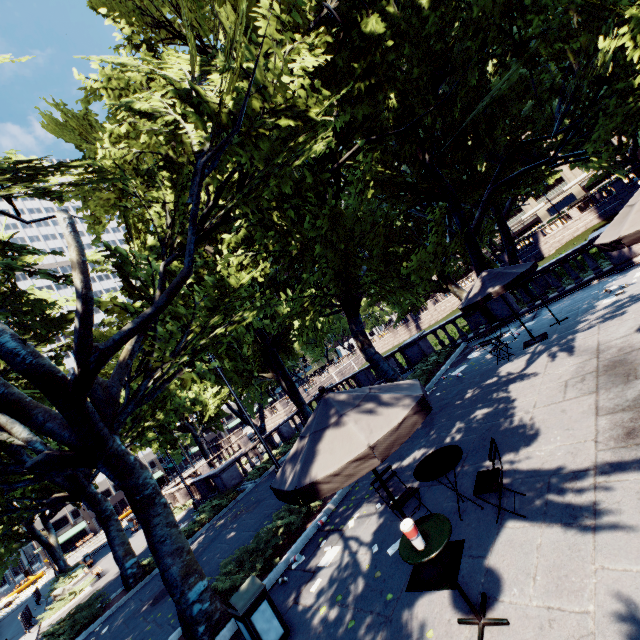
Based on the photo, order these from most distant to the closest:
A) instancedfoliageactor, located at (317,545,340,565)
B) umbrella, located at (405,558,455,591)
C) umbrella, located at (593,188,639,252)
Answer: instancedfoliageactor, located at (317,545,340,565) → umbrella, located at (593,188,639,252) → umbrella, located at (405,558,455,591)

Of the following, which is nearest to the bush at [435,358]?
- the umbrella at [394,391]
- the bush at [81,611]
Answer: the umbrella at [394,391]

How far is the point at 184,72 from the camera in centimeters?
1006cm

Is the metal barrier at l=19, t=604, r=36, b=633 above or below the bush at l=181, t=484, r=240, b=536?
above

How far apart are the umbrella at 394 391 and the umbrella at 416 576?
0.8m

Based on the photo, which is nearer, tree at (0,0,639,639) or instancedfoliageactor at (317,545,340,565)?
instancedfoliageactor at (317,545,340,565)

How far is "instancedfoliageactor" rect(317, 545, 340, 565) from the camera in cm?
661

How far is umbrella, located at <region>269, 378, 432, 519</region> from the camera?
3.78m
